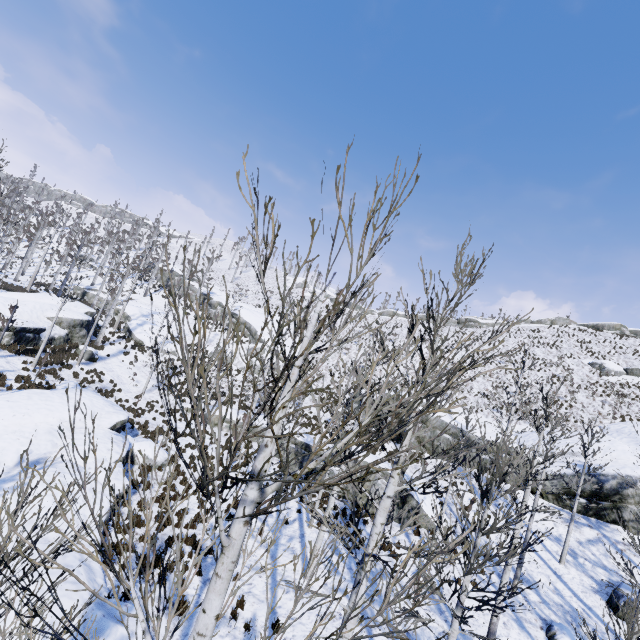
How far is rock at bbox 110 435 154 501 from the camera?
12.2 meters

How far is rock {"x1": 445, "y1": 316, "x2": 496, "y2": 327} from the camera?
55.75m

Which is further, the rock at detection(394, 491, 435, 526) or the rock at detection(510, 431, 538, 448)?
the rock at detection(510, 431, 538, 448)

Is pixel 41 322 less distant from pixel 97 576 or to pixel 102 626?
pixel 97 576

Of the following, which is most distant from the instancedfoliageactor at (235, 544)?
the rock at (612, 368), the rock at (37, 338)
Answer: the rock at (612, 368)

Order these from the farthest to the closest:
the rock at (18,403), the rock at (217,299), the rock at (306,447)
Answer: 1. the rock at (217,299)
2. the rock at (306,447)
3. the rock at (18,403)

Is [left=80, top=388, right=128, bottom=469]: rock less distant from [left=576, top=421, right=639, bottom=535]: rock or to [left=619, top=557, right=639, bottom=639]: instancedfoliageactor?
[left=619, top=557, right=639, bottom=639]: instancedfoliageactor

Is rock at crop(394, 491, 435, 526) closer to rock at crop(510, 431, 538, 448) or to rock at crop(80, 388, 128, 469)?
rock at crop(510, 431, 538, 448)
